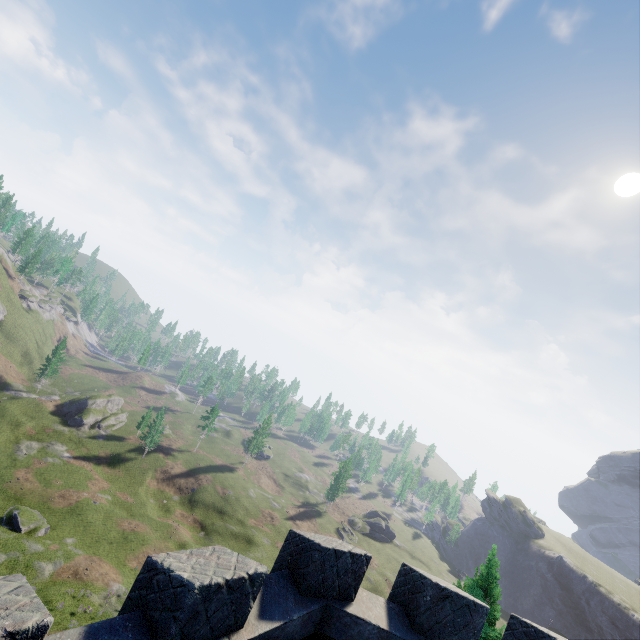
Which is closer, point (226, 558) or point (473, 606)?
point (226, 558)
